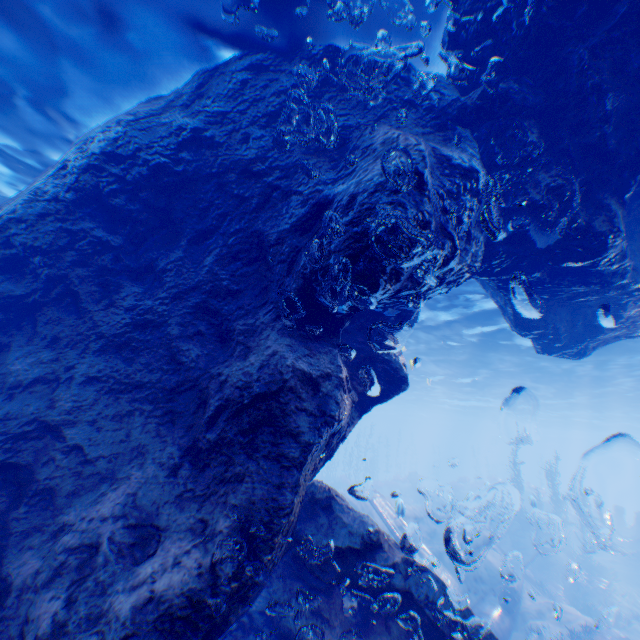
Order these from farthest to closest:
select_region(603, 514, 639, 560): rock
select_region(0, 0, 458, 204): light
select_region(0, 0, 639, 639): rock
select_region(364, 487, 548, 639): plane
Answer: select_region(603, 514, 639, 560): rock, select_region(364, 487, 548, 639): plane, select_region(0, 0, 458, 204): light, select_region(0, 0, 639, 639): rock

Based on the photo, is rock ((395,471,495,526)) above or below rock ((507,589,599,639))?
above

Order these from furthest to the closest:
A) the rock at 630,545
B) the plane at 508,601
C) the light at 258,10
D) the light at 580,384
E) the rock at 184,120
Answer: the rock at 630,545
the light at 580,384
the plane at 508,601
the light at 258,10
the rock at 184,120

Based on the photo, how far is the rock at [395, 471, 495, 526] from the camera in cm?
3131

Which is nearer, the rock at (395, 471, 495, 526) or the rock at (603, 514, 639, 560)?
the rock at (603, 514, 639, 560)

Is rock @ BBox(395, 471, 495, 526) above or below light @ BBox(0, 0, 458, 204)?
below

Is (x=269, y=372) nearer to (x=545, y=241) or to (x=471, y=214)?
(x=471, y=214)

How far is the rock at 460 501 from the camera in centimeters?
3131cm
